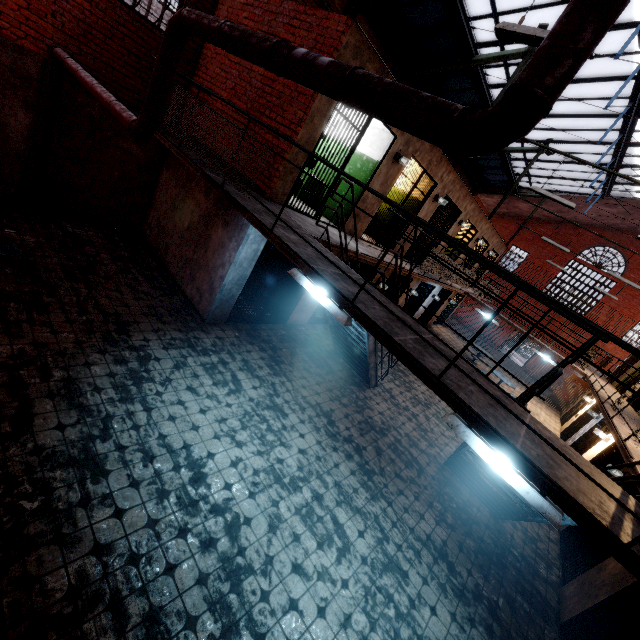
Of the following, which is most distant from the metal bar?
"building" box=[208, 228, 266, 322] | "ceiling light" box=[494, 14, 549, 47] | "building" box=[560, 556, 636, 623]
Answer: "building" box=[208, 228, 266, 322]

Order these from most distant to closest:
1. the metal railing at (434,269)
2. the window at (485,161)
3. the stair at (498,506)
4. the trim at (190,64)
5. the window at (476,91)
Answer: the window at (485,161)
the window at (476,91)
the trim at (190,64)
the stair at (498,506)
the metal railing at (434,269)

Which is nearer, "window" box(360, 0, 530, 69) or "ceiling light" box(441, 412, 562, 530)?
"ceiling light" box(441, 412, 562, 530)

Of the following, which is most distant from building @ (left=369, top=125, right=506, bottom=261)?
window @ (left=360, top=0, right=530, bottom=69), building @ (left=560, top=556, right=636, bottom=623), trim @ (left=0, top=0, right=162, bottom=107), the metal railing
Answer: building @ (left=560, top=556, right=636, bottom=623)

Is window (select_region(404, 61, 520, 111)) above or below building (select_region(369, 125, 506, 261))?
above

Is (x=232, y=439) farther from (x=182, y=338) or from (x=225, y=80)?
(x=225, y=80)

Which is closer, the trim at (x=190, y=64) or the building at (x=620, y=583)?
the building at (x=620, y=583)

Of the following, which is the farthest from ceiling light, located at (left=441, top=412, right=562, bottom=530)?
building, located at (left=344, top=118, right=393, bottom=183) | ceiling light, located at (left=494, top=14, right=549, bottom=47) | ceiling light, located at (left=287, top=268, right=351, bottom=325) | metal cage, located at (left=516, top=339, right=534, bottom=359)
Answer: metal cage, located at (left=516, top=339, right=534, bottom=359)
